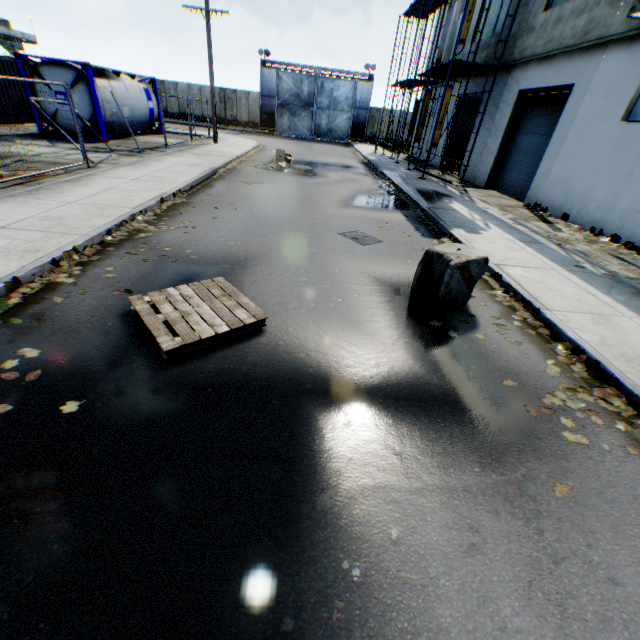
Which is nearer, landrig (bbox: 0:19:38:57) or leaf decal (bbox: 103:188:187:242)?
leaf decal (bbox: 103:188:187:242)

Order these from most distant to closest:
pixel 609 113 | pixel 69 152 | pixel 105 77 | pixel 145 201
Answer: pixel 105 77, pixel 69 152, pixel 609 113, pixel 145 201

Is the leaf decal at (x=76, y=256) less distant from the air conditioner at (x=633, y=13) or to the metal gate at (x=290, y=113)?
the air conditioner at (x=633, y=13)

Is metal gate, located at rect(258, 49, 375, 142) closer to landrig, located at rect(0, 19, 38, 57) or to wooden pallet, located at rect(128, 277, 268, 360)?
landrig, located at rect(0, 19, 38, 57)

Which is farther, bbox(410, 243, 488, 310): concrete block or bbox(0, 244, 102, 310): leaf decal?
bbox(410, 243, 488, 310): concrete block

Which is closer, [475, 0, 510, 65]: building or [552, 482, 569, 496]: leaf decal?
[552, 482, 569, 496]: leaf decal

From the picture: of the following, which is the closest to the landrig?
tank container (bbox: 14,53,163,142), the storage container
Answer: the storage container

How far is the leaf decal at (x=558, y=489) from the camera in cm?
264
